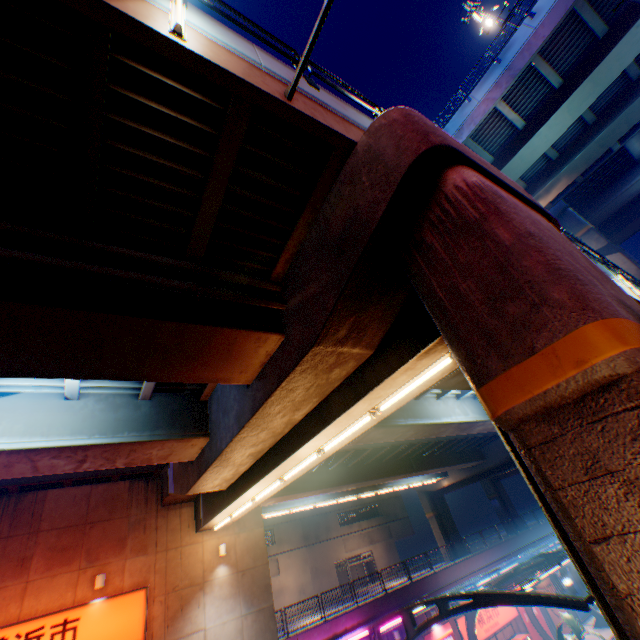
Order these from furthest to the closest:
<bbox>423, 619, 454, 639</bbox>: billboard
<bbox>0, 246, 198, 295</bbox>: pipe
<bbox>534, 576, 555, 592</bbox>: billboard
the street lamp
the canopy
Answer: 1. <bbox>534, 576, 555, 592</bbox>: billboard
2. <bbox>423, 619, 454, 639</bbox>: billboard
3. the canopy
4. <bbox>0, 246, 198, 295</bbox>: pipe
5. the street lamp

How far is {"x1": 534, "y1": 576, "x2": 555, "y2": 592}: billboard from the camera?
27.64m

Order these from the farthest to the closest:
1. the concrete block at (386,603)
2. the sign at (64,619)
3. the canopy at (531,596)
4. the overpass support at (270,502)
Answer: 1. the concrete block at (386,603)
2. the canopy at (531,596)
3. the sign at (64,619)
4. the overpass support at (270,502)

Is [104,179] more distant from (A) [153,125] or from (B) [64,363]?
(B) [64,363]

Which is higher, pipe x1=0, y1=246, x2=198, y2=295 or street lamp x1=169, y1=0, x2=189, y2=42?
street lamp x1=169, y1=0, x2=189, y2=42

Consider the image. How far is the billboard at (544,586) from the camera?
27.6m

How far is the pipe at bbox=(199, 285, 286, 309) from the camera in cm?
587

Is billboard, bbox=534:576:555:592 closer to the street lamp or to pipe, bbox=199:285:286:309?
pipe, bbox=199:285:286:309
